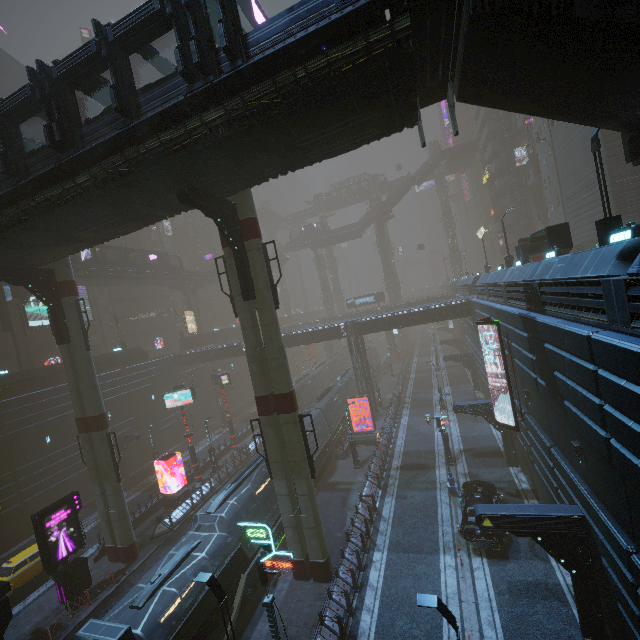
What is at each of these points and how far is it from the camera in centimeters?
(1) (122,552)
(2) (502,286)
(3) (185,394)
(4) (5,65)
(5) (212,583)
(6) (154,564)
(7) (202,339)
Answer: (1) sm, 2134cm
(2) building, 1912cm
(3) sign, 2988cm
(4) building, 4219cm
(5) street light, 1109cm
(6) train rail, 2164cm
(7) building, 5294cm

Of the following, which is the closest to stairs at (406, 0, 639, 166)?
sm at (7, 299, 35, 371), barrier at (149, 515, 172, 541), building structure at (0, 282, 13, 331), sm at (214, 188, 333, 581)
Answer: sm at (214, 188, 333, 581)

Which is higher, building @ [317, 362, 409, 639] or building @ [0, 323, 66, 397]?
building @ [0, 323, 66, 397]

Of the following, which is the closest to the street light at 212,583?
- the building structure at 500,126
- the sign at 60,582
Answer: the sign at 60,582

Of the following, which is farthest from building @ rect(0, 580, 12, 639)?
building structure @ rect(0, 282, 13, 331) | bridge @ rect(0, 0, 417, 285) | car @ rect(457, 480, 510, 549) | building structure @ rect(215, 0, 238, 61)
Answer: building structure @ rect(215, 0, 238, 61)

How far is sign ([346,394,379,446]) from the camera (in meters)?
31.02

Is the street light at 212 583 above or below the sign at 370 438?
above

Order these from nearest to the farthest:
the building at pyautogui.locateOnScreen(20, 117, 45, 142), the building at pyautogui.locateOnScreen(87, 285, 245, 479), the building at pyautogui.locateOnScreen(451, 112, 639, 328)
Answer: the building at pyautogui.locateOnScreen(451, 112, 639, 328) < the building at pyautogui.locateOnScreen(87, 285, 245, 479) < the building at pyautogui.locateOnScreen(20, 117, 45, 142)
